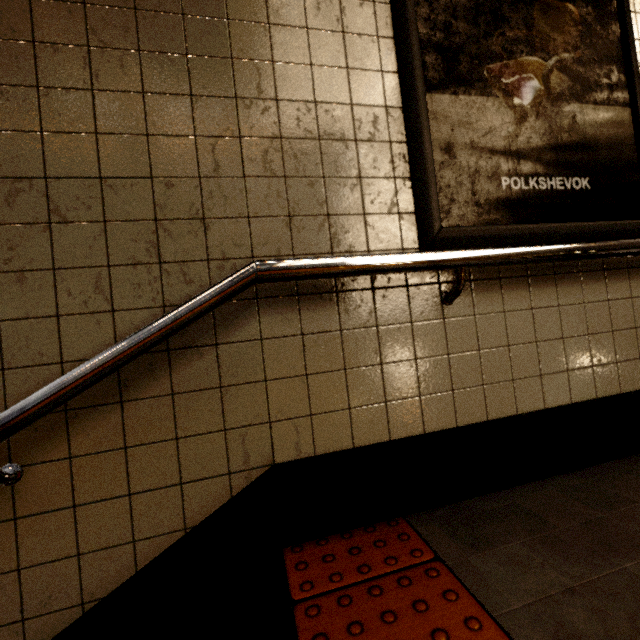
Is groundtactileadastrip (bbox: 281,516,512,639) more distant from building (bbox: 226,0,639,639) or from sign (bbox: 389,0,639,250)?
sign (bbox: 389,0,639,250)

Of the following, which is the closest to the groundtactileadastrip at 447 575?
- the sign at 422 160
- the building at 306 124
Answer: the building at 306 124

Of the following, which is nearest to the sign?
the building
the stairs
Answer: the building

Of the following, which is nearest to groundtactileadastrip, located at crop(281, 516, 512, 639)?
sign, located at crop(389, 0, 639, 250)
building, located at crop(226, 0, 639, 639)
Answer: building, located at crop(226, 0, 639, 639)

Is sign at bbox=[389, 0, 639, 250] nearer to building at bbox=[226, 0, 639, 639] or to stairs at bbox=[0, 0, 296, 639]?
building at bbox=[226, 0, 639, 639]

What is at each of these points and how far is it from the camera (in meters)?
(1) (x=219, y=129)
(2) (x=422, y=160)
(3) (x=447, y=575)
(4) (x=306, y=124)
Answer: (1) stairs, 1.12
(2) sign, 1.25
(3) groundtactileadastrip, 0.98
(4) building, 1.19

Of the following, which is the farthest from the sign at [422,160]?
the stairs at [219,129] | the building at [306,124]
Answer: the stairs at [219,129]
